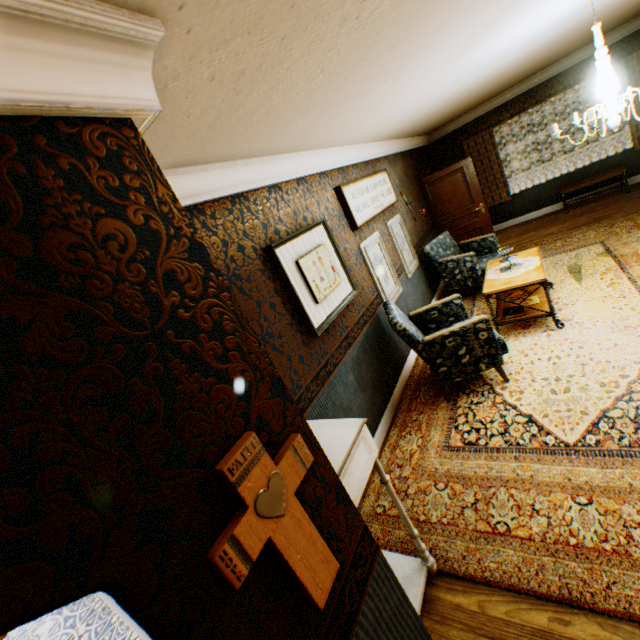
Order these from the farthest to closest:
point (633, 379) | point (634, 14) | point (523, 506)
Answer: point (634, 14) → point (633, 379) → point (523, 506)

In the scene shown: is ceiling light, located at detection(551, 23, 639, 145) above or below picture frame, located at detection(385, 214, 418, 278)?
above

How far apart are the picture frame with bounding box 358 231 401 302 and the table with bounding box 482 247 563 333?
1.19m

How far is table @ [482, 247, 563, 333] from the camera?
3.91m

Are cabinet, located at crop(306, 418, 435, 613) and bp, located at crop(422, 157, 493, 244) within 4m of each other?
no

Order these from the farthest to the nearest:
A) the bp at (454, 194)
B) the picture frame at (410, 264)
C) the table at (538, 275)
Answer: the bp at (454, 194), the picture frame at (410, 264), the table at (538, 275)

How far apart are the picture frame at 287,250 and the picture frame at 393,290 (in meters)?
0.68

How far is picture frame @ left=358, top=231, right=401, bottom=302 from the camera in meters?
4.3
